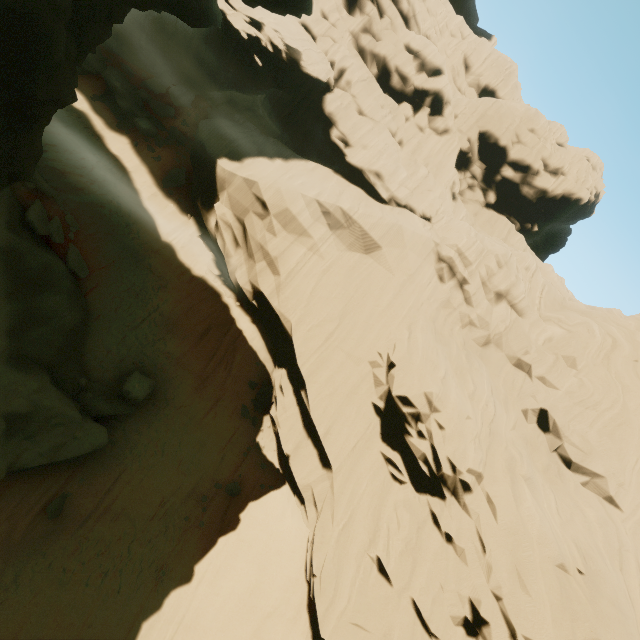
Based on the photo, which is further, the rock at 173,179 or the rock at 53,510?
the rock at 173,179

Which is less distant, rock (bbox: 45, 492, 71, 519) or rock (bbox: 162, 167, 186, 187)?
rock (bbox: 45, 492, 71, 519)

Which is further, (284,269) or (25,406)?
(284,269)

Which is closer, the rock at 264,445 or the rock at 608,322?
the rock at 608,322

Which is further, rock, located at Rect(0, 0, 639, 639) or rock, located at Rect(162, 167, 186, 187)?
rock, located at Rect(162, 167, 186, 187)

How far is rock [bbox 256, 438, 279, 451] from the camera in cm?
1845

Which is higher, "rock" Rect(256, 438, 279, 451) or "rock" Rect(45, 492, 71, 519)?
"rock" Rect(256, 438, 279, 451)
